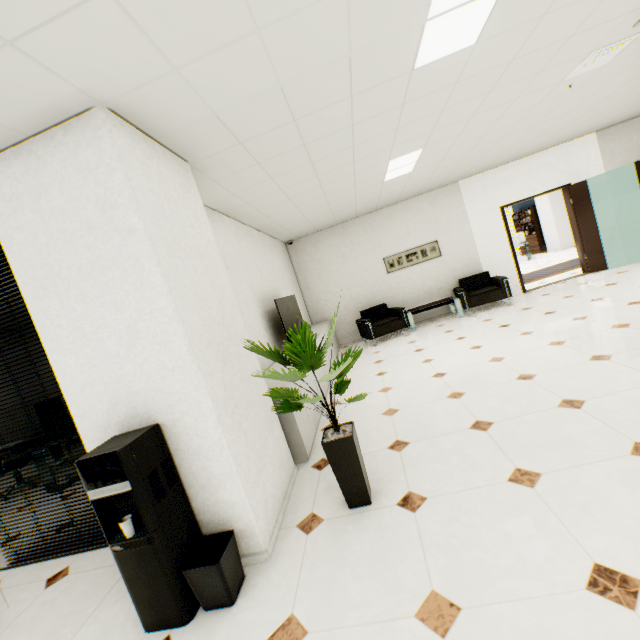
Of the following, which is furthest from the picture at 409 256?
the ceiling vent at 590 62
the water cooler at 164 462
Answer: the water cooler at 164 462

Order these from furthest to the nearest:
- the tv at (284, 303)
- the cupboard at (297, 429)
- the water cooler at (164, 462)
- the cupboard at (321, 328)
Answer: the cupboard at (321, 328) < the tv at (284, 303) < the cupboard at (297, 429) < the water cooler at (164, 462)

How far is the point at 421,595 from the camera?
1.6m

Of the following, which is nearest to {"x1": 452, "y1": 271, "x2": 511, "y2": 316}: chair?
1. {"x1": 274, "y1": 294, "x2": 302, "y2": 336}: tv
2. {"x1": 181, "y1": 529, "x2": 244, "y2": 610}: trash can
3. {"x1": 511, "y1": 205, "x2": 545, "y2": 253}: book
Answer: {"x1": 274, "y1": 294, "x2": 302, "y2": 336}: tv

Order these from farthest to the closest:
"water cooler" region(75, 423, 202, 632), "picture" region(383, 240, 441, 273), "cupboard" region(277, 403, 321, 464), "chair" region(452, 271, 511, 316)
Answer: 1. "picture" region(383, 240, 441, 273)
2. "chair" region(452, 271, 511, 316)
3. "cupboard" region(277, 403, 321, 464)
4. "water cooler" region(75, 423, 202, 632)

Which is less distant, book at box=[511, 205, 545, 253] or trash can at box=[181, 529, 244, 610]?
trash can at box=[181, 529, 244, 610]

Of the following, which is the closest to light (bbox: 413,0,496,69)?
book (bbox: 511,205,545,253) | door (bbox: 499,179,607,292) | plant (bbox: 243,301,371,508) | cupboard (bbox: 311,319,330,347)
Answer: plant (bbox: 243,301,371,508)

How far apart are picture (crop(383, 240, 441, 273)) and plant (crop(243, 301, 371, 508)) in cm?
569
